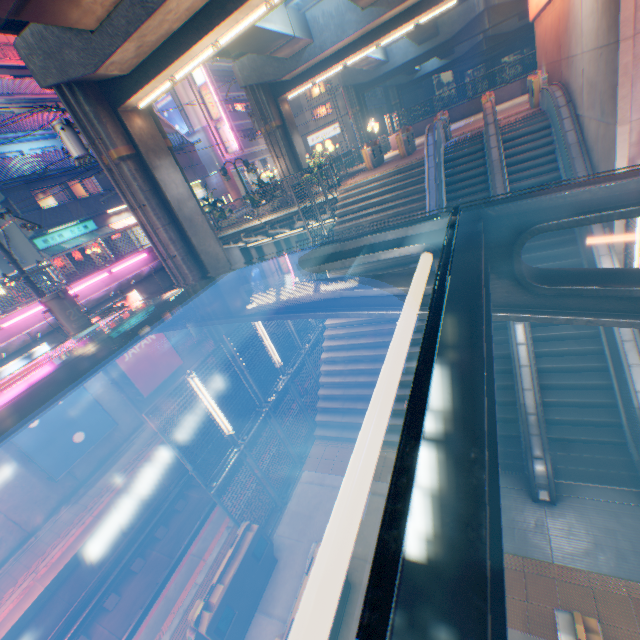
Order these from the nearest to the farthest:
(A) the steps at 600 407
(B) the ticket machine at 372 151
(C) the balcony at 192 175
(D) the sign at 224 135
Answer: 1. (A) the steps at 600 407
2. (B) the ticket machine at 372 151
3. (C) the balcony at 192 175
4. (D) the sign at 224 135

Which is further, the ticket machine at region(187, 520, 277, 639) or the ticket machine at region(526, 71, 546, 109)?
the ticket machine at region(526, 71, 546, 109)

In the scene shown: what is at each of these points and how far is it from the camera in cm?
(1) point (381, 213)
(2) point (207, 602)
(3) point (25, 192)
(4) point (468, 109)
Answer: (1) steps, 1275
(2) ticket machine, 626
(3) pylon, 2047
(4) concrete block, 2309

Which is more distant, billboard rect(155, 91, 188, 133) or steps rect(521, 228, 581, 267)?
billboard rect(155, 91, 188, 133)

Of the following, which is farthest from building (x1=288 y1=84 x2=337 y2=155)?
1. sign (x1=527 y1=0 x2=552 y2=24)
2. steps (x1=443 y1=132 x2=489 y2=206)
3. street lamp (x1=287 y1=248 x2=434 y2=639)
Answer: street lamp (x1=287 y1=248 x2=434 y2=639)

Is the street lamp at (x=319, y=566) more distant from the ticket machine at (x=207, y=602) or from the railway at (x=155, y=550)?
the railway at (x=155, y=550)

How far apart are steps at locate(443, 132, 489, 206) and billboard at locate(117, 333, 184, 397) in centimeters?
1335cm

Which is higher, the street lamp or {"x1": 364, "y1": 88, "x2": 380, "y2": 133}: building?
{"x1": 364, "y1": 88, "x2": 380, "y2": 133}: building
